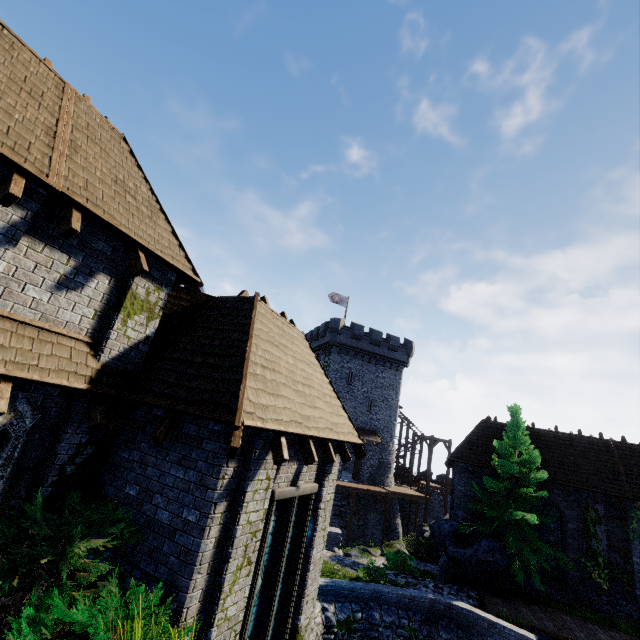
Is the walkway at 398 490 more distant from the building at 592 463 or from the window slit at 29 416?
the window slit at 29 416

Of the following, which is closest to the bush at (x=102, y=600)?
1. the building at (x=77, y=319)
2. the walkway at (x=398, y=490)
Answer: the building at (x=77, y=319)

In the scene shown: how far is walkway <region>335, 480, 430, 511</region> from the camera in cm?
3147

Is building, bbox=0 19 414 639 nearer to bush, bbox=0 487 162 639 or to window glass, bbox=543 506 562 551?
bush, bbox=0 487 162 639

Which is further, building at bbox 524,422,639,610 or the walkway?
the walkway

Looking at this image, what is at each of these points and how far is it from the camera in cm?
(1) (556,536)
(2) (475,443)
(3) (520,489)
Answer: (1) window glass, 1909
(2) building, 2242
(3) tree, 1819

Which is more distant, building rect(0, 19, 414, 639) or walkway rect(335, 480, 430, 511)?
walkway rect(335, 480, 430, 511)

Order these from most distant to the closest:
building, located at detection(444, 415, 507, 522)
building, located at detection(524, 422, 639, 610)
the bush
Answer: building, located at detection(444, 415, 507, 522)
building, located at detection(524, 422, 639, 610)
the bush
